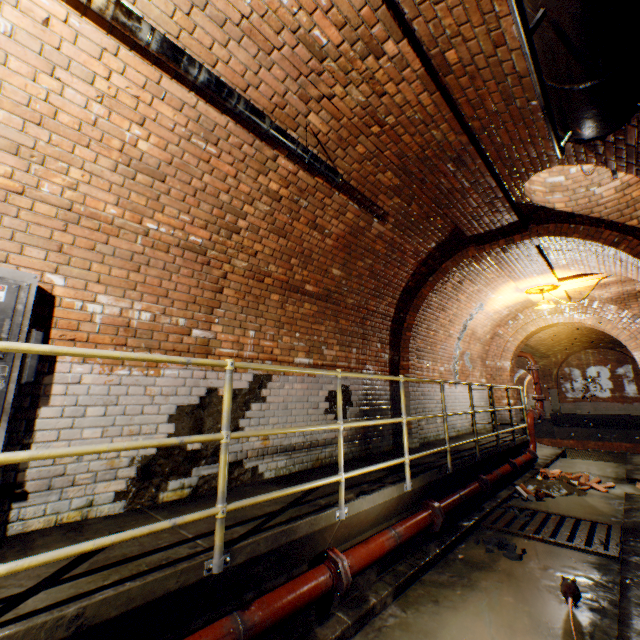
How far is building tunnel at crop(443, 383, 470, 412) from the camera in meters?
8.4 m

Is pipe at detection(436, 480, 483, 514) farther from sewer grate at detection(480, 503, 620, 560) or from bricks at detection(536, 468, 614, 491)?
bricks at detection(536, 468, 614, 491)

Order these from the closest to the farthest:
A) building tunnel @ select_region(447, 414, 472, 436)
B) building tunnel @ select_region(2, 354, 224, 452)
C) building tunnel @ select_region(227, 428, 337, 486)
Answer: building tunnel @ select_region(2, 354, 224, 452) → building tunnel @ select_region(227, 428, 337, 486) → building tunnel @ select_region(447, 414, 472, 436)

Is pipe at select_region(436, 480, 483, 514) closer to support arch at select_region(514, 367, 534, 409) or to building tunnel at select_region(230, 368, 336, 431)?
building tunnel at select_region(230, 368, 336, 431)

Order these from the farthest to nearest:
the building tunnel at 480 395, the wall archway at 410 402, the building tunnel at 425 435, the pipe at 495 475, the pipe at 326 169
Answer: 1. the building tunnel at 480 395
2. the building tunnel at 425 435
3. the wall archway at 410 402
4. the pipe at 495 475
5. the pipe at 326 169

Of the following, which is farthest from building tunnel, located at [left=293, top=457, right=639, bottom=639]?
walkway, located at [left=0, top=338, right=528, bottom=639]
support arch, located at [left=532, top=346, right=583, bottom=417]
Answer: support arch, located at [left=532, top=346, right=583, bottom=417]

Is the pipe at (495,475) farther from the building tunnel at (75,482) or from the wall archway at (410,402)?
the wall archway at (410,402)

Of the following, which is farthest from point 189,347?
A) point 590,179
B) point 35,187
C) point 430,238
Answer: point 590,179
